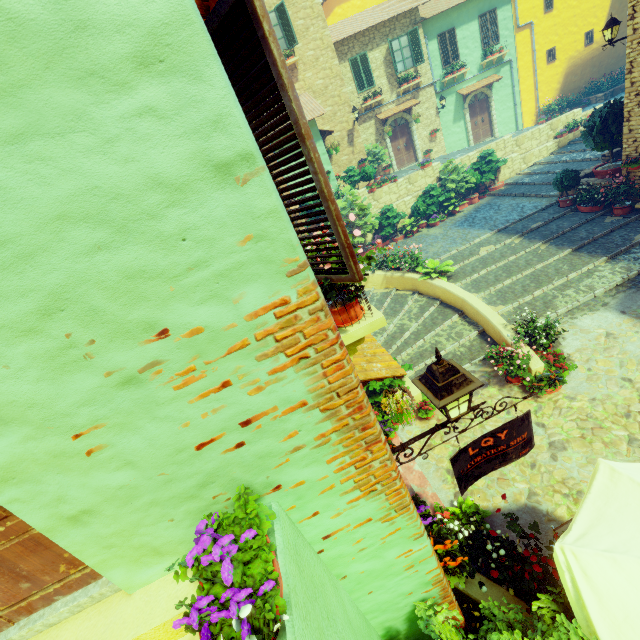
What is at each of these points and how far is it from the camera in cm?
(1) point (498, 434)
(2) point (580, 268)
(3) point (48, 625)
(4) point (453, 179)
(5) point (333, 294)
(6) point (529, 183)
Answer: (1) sign post, 305
(2) stair, 918
(3) stair, 210
(4) flower pot, 1580
(5) flower pot, 252
(6) stair, 1504

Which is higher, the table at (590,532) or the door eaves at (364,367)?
the door eaves at (364,367)

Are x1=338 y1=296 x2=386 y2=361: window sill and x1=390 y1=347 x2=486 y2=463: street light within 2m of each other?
yes

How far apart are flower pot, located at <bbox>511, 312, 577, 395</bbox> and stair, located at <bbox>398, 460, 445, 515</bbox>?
2.9 meters

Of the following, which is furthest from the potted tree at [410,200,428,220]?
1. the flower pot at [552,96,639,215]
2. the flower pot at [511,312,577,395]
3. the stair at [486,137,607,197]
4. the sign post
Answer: the sign post

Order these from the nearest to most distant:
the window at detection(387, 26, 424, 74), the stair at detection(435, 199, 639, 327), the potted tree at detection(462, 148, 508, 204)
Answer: the stair at detection(435, 199, 639, 327) → the potted tree at detection(462, 148, 508, 204) → the window at detection(387, 26, 424, 74)

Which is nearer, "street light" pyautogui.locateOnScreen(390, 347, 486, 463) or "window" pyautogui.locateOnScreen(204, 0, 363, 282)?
"window" pyautogui.locateOnScreen(204, 0, 363, 282)

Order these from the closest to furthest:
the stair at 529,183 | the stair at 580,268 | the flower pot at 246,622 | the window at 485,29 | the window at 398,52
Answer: the flower pot at 246,622 → the stair at 580,268 → the stair at 529,183 → the window at 398,52 → the window at 485,29
